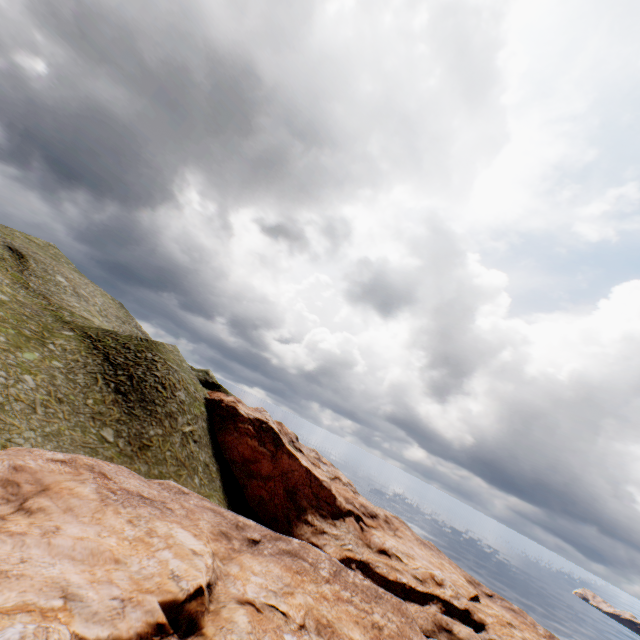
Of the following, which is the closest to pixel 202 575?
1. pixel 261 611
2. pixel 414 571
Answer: pixel 261 611
